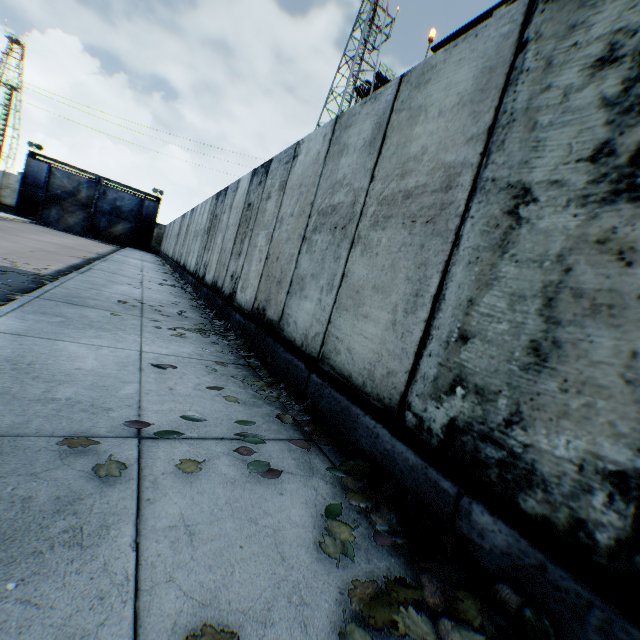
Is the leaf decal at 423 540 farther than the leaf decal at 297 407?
No

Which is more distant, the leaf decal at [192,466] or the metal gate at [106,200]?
the metal gate at [106,200]

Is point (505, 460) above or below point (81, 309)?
above

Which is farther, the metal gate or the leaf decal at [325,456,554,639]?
the metal gate

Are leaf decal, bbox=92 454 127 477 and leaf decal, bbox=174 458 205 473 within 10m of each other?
yes

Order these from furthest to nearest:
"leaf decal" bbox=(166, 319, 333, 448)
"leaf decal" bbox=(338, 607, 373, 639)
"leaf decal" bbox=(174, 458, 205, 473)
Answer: "leaf decal" bbox=(166, 319, 333, 448) → "leaf decal" bbox=(174, 458, 205, 473) → "leaf decal" bbox=(338, 607, 373, 639)

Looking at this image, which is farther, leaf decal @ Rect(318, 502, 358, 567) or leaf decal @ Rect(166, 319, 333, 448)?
leaf decal @ Rect(166, 319, 333, 448)

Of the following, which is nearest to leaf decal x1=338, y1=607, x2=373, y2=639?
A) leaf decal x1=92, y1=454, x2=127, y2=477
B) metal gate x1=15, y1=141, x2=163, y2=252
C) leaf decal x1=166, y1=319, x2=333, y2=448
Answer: leaf decal x1=166, y1=319, x2=333, y2=448
